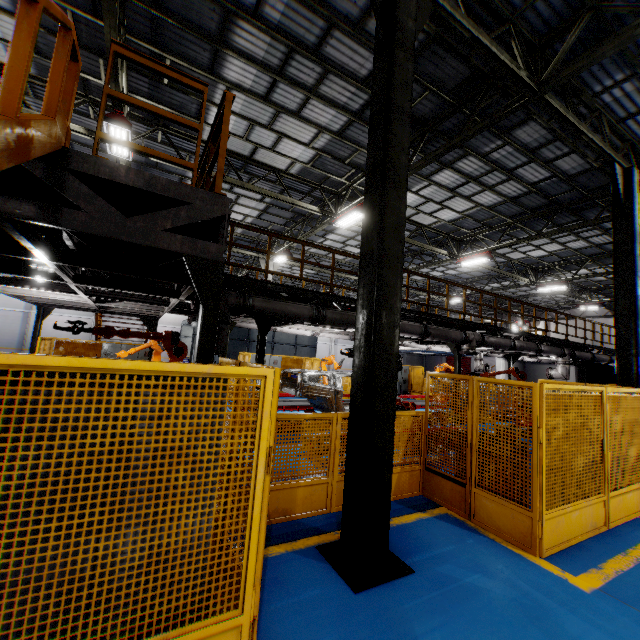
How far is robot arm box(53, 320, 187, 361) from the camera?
5.6m

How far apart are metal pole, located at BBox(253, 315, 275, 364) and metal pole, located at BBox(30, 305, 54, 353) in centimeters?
903cm

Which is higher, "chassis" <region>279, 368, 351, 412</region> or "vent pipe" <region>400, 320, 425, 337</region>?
"vent pipe" <region>400, 320, 425, 337</region>

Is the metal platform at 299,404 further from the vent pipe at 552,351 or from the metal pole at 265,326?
the vent pipe at 552,351

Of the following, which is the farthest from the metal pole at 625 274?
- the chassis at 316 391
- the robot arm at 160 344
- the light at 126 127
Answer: the light at 126 127

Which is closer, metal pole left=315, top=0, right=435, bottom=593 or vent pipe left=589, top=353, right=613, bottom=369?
metal pole left=315, top=0, right=435, bottom=593

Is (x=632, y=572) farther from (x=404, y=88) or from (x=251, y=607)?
(x=404, y=88)

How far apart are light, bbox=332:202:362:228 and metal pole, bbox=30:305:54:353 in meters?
11.3
